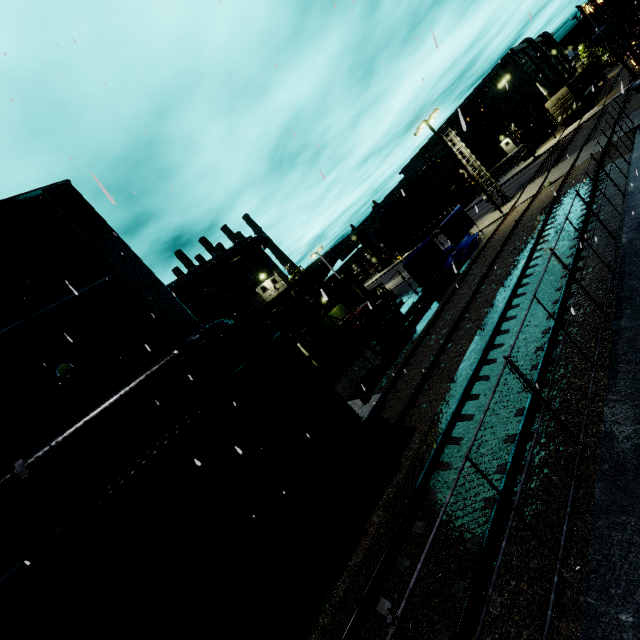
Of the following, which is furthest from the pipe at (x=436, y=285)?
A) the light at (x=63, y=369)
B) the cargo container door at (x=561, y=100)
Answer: the cargo container door at (x=561, y=100)

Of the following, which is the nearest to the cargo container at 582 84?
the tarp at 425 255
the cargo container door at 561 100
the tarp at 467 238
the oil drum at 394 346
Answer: the cargo container door at 561 100

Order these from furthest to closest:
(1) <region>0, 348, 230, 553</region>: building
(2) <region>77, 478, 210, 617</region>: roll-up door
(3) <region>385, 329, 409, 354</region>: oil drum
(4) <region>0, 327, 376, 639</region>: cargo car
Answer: (3) <region>385, 329, 409, 354</region>: oil drum → (2) <region>77, 478, 210, 617</region>: roll-up door → (1) <region>0, 348, 230, 553</region>: building → (4) <region>0, 327, 376, 639</region>: cargo car

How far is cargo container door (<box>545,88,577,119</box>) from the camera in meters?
39.0

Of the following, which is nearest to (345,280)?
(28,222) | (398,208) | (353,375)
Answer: (353,375)

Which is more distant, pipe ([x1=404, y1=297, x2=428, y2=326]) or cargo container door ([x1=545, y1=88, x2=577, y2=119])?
cargo container door ([x1=545, y1=88, x2=577, y2=119])

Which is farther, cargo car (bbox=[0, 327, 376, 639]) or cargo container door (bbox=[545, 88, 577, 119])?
cargo container door (bbox=[545, 88, 577, 119])

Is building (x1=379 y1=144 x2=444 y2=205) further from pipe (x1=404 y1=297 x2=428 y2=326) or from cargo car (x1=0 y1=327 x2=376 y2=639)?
pipe (x1=404 y1=297 x2=428 y2=326)
